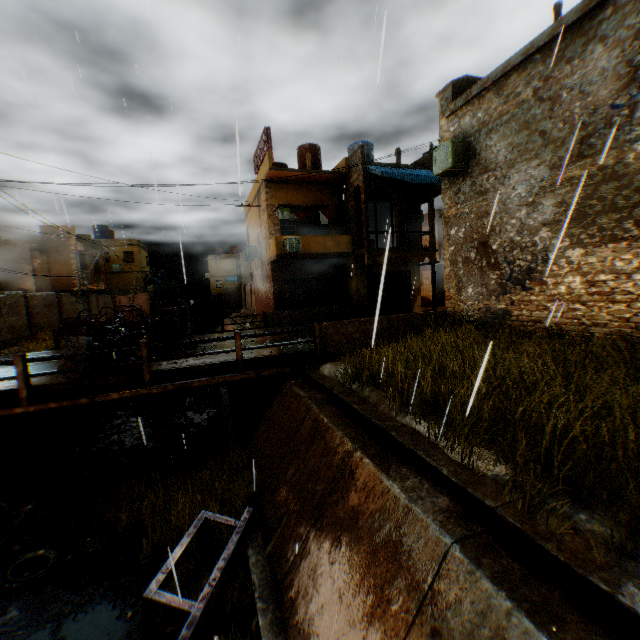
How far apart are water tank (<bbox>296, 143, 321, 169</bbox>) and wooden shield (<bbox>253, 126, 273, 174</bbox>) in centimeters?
250cm

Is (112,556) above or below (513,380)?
below

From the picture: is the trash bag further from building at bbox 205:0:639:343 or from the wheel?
the wheel

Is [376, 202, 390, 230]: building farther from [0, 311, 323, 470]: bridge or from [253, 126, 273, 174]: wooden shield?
[0, 311, 323, 470]: bridge

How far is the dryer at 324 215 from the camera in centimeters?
1864cm

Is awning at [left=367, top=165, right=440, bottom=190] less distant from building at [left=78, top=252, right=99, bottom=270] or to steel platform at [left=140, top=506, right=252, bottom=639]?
building at [left=78, top=252, right=99, bottom=270]

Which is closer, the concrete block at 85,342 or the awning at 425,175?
the concrete block at 85,342

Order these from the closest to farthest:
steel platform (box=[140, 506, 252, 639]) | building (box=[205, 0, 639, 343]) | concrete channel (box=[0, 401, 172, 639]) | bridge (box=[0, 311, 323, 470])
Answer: steel platform (box=[140, 506, 252, 639]) < concrete channel (box=[0, 401, 172, 639]) < building (box=[205, 0, 639, 343]) < bridge (box=[0, 311, 323, 470])
